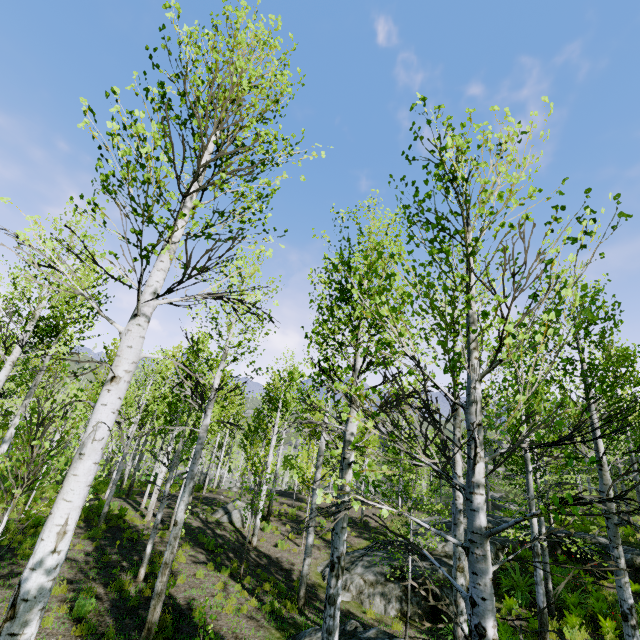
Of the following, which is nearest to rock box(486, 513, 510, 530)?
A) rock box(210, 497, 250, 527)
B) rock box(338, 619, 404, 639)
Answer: rock box(338, 619, 404, 639)

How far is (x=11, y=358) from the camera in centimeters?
918cm

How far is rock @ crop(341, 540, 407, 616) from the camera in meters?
11.0

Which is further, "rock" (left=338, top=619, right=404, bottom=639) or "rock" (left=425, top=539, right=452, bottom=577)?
"rock" (left=425, top=539, right=452, bottom=577)

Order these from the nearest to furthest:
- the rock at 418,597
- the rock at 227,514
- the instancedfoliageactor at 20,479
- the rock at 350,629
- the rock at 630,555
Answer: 1. the instancedfoliageactor at 20,479
2. the rock at 350,629
3. the rock at 418,597
4. the rock at 630,555
5. the rock at 227,514

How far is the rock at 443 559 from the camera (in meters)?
11.59
